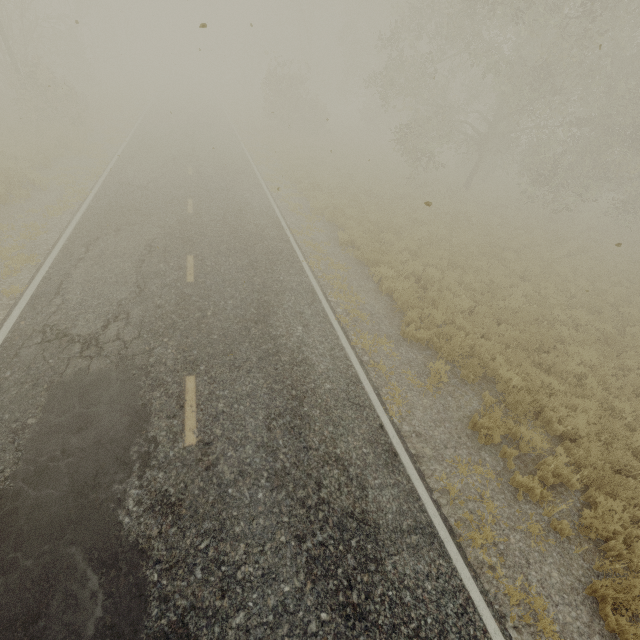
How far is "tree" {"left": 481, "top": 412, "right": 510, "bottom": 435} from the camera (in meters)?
6.32

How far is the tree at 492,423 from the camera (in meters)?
6.32

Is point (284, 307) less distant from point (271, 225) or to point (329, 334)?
point (329, 334)

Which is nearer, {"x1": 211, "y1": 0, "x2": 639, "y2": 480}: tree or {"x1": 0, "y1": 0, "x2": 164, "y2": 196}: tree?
{"x1": 211, "y1": 0, "x2": 639, "y2": 480}: tree

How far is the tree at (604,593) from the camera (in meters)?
4.45

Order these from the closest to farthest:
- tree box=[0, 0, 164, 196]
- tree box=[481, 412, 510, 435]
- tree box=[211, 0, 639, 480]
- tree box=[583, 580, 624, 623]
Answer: tree box=[583, 580, 624, 623]
tree box=[481, 412, 510, 435]
tree box=[211, 0, 639, 480]
tree box=[0, 0, 164, 196]

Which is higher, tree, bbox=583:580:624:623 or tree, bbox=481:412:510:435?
tree, bbox=481:412:510:435
